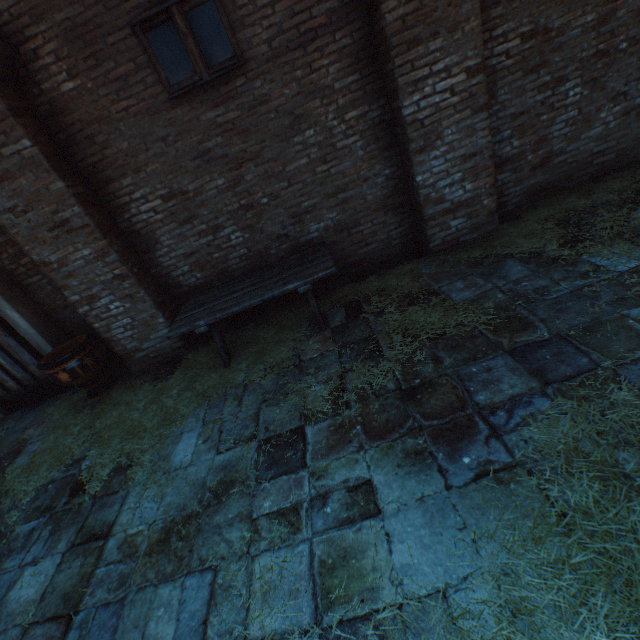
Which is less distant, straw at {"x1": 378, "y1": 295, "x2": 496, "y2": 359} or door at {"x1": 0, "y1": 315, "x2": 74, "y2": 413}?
straw at {"x1": 378, "y1": 295, "x2": 496, "y2": 359}

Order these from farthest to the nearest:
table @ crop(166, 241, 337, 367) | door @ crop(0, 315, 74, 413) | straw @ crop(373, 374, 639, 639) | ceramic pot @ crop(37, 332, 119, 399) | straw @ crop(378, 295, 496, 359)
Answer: door @ crop(0, 315, 74, 413) → ceramic pot @ crop(37, 332, 119, 399) → table @ crop(166, 241, 337, 367) → straw @ crop(378, 295, 496, 359) → straw @ crop(373, 374, 639, 639)

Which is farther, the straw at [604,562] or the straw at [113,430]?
the straw at [113,430]

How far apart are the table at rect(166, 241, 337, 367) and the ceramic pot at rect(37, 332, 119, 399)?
1.47m

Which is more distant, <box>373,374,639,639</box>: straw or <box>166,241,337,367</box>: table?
<box>166,241,337,367</box>: table

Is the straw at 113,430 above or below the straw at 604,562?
above

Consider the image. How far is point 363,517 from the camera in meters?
2.1 m

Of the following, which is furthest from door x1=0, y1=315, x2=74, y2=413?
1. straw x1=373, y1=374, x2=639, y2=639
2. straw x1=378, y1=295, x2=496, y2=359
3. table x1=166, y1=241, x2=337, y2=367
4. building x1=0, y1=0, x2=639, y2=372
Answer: building x1=0, y1=0, x2=639, y2=372
